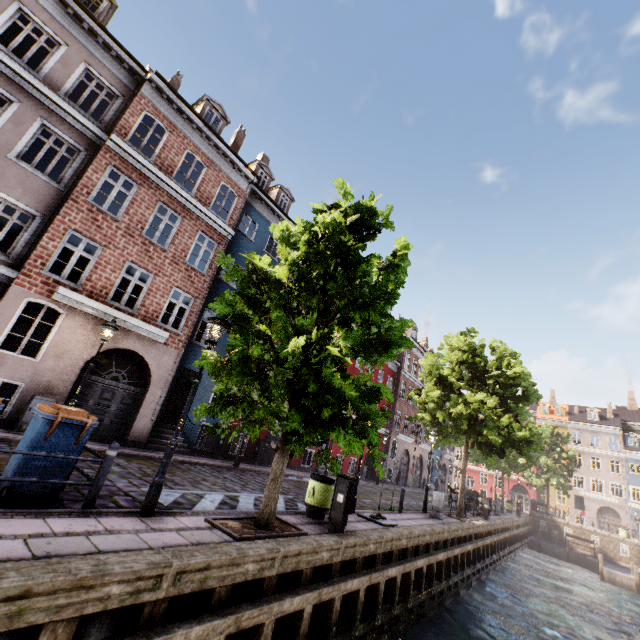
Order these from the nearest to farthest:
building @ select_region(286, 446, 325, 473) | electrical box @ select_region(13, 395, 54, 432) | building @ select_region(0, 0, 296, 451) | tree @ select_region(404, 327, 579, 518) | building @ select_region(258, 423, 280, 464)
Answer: electrical box @ select_region(13, 395, 54, 432) < building @ select_region(0, 0, 296, 451) < tree @ select_region(404, 327, 579, 518) < building @ select_region(258, 423, 280, 464) < building @ select_region(286, 446, 325, 473)

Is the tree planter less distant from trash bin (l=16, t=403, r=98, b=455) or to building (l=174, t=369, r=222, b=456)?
trash bin (l=16, t=403, r=98, b=455)

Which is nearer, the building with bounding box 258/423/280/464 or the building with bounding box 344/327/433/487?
the building with bounding box 258/423/280/464

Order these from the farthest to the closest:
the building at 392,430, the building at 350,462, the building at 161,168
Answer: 1. the building at 392,430
2. the building at 350,462
3. the building at 161,168

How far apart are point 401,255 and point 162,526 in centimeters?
770cm

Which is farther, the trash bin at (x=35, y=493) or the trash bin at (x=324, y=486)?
the trash bin at (x=324, y=486)

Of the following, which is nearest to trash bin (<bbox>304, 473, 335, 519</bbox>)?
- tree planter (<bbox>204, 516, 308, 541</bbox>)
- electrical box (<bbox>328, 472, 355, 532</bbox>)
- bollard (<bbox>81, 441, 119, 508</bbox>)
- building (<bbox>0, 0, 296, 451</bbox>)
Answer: electrical box (<bbox>328, 472, 355, 532</bbox>)

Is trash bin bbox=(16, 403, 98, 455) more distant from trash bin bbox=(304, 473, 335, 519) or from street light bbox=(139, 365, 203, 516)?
trash bin bbox=(304, 473, 335, 519)
